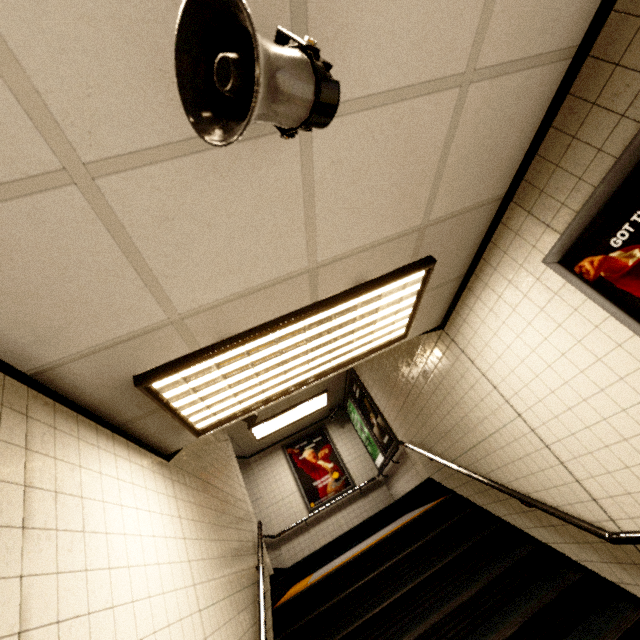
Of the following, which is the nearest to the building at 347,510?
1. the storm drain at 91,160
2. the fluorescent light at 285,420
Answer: the fluorescent light at 285,420

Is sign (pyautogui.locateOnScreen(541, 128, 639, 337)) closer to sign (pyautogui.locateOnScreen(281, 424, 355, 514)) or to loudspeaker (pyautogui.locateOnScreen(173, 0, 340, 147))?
loudspeaker (pyautogui.locateOnScreen(173, 0, 340, 147))

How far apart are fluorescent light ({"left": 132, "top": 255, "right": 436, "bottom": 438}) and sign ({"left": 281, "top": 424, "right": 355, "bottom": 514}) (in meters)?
6.43

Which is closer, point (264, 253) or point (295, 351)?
point (264, 253)

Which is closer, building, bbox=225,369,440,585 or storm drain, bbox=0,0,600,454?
storm drain, bbox=0,0,600,454

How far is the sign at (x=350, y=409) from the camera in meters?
6.3 m

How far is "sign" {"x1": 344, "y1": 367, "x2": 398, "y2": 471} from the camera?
6.30m

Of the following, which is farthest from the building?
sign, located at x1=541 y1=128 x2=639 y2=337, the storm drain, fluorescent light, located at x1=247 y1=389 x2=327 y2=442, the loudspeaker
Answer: the loudspeaker
